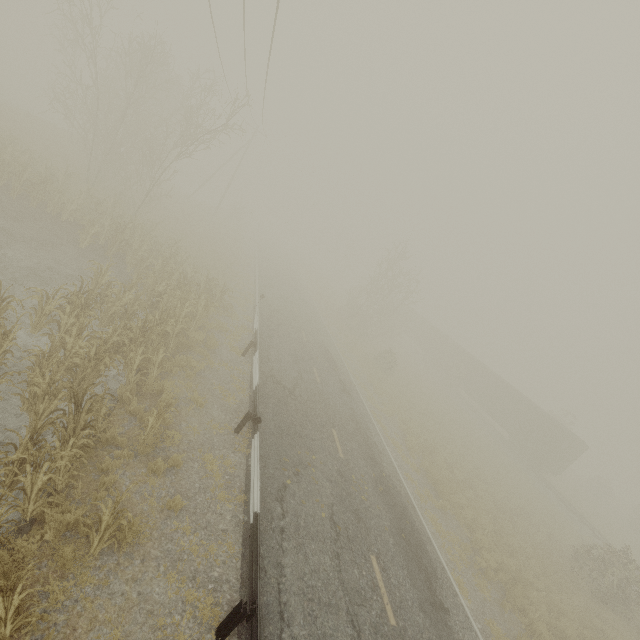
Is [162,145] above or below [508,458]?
above

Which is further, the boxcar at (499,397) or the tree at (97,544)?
the boxcar at (499,397)

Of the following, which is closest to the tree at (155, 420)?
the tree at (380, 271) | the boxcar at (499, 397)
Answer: the tree at (380, 271)

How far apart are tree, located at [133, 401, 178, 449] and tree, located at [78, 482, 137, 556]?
1.99m

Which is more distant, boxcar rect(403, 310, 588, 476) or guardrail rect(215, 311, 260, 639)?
boxcar rect(403, 310, 588, 476)

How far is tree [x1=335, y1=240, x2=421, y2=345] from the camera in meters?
31.6 m

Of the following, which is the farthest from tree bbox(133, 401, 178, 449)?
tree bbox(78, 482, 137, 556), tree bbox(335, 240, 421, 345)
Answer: tree bbox(335, 240, 421, 345)

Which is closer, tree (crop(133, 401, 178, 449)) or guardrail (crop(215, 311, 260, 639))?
guardrail (crop(215, 311, 260, 639))
